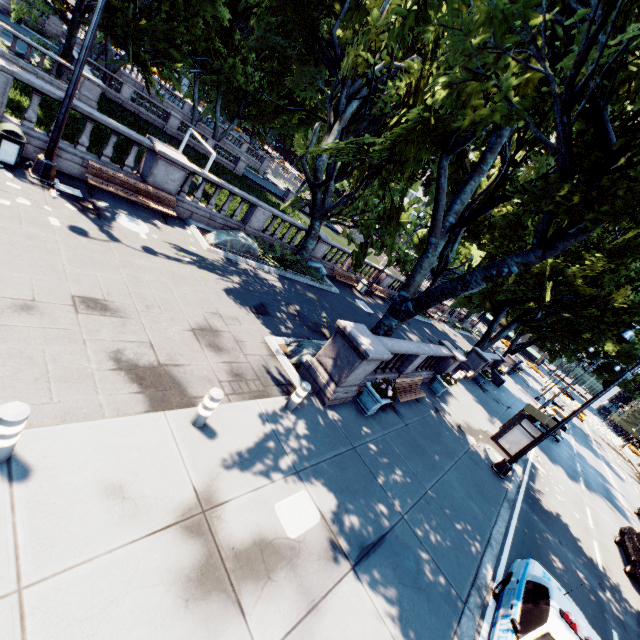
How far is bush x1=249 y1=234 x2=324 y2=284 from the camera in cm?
1620

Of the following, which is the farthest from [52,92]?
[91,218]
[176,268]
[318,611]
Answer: [318,611]

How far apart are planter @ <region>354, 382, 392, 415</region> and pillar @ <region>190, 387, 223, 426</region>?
5.3m

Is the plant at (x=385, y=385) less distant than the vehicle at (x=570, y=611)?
No

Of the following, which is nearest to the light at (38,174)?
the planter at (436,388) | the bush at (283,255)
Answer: the bush at (283,255)

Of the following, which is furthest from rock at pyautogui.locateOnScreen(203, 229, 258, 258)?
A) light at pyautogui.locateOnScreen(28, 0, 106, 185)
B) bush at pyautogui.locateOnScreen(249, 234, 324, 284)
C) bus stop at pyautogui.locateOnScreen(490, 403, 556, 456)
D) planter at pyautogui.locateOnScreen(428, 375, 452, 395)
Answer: bus stop at pyautogui.locateOnScreen(490, 403, 556, 456)

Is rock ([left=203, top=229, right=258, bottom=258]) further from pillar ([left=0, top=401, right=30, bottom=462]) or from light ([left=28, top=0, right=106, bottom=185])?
A: pillar ([left=0, top=401, right=30, bottom=462])

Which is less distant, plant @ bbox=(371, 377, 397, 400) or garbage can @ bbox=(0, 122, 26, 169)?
garbage can @ bbox=(0, 122, 26, 169)
